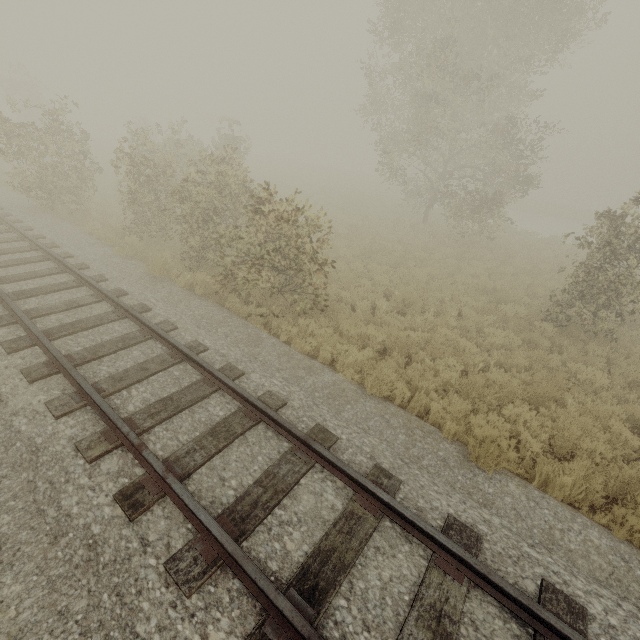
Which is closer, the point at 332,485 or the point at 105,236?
the point at 332,485
